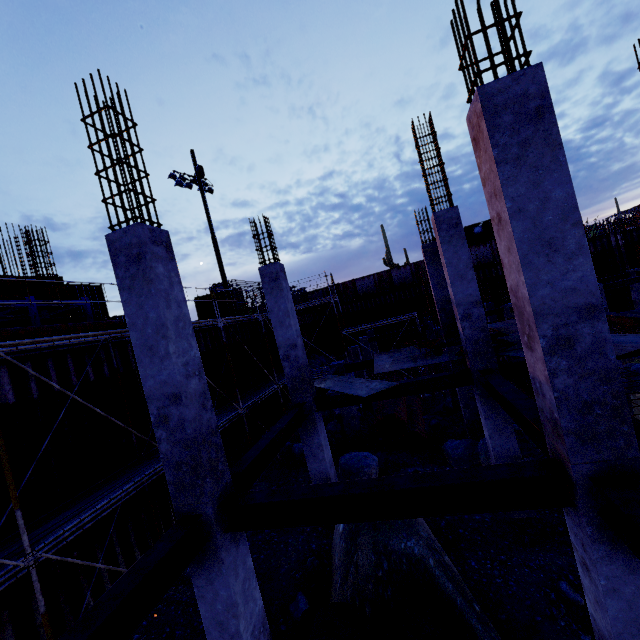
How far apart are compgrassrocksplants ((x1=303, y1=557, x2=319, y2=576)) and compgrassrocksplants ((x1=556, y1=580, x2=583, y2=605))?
5.10m

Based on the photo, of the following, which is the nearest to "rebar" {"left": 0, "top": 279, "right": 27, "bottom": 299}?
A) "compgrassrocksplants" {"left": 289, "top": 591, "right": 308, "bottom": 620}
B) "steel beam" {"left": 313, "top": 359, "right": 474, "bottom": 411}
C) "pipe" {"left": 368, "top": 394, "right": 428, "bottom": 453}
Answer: "pipe" {"left": 368, "top": 394, "right": 428, "bottom": 453}

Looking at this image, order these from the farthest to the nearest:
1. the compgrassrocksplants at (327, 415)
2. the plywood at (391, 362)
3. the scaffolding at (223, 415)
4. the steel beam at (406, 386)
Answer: the compgrassrocksplants at (327, 415), the scaffolding at (223, 415), the plywood at (391, 362), the steel beam at (406, 386)

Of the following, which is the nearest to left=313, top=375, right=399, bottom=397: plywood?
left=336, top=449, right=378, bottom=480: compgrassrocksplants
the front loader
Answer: left=336, top=449, right=378, bottom=480: compgrassrocksplants

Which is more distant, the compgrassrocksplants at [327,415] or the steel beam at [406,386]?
the compgrassrocksplants at [327,415]

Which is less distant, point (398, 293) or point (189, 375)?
point (189, 375)

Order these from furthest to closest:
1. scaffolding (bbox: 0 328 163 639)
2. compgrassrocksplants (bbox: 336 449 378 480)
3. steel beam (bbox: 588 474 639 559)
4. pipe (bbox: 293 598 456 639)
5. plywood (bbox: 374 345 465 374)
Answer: compgrassrocksplants (bbox: 336 449 378 480), plywood (bbox: 374 345 465 374), scaffolding (bbox: 0 328 163 639), pipe (bbox: 293 598 456 639), steel beam (bbox: 588 474 639 559)

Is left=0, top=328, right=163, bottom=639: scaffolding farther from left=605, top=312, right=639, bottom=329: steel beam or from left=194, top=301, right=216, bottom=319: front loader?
left=605, top=312, right=639, bottom=329: steel beam
